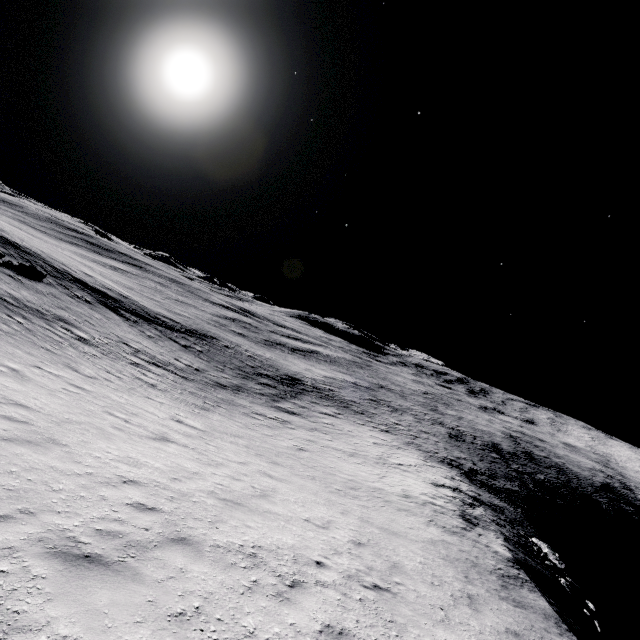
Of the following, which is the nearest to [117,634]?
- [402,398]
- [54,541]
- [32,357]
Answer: [54,541]
